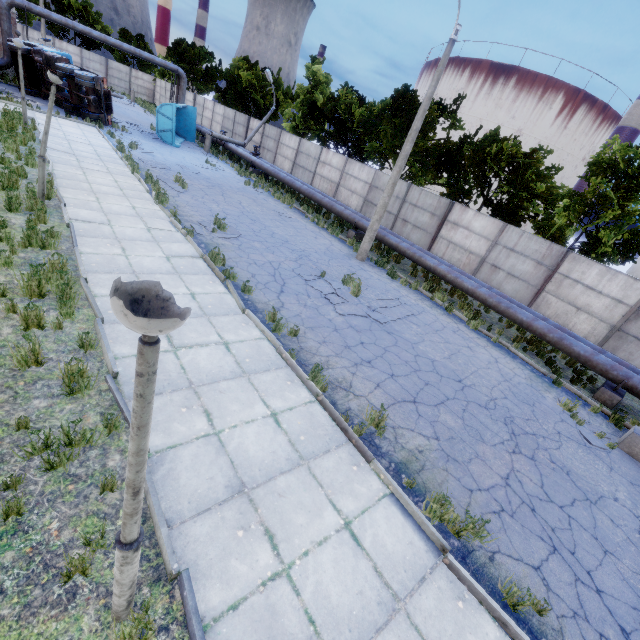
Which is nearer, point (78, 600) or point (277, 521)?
point (78, 600)

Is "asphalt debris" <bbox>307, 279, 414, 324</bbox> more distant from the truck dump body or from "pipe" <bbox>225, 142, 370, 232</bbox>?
the truck dump body

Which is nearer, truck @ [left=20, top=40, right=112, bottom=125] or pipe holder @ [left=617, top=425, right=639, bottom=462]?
pipe holder @ [left=617, top=425, right=639, bottom=462]

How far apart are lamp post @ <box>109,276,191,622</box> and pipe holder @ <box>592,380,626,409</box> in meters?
13.2 m

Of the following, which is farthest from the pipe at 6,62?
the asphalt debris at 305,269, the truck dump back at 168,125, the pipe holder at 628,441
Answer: the pipe holder at 628,441

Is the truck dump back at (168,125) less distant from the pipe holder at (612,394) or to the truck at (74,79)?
the truck at (74,79)

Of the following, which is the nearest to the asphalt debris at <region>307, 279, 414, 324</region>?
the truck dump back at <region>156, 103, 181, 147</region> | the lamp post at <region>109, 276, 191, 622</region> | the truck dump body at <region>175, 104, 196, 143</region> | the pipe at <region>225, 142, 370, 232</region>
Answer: the pipe at <region>225, 142, 370, 232</region>

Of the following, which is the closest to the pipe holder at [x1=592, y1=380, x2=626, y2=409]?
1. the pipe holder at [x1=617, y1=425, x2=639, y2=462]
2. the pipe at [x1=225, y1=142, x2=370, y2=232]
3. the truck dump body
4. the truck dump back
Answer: the pipe at [x1=225, y1=142, x2=370, y2=232]
